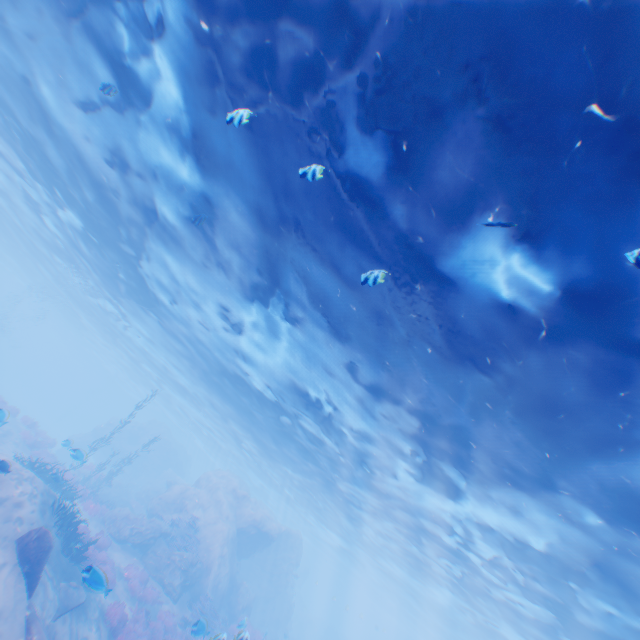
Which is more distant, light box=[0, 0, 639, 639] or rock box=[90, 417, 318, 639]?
rock box=[90, 417, 318, 639]

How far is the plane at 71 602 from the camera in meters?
10.4

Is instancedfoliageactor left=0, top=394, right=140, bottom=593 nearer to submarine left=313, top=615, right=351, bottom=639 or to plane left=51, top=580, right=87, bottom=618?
plane left=51, top=580, right=87, bottom=618

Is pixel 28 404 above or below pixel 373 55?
below

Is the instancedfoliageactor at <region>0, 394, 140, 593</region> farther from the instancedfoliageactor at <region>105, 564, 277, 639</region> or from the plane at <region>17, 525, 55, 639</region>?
the plane at <region>17, 525, 55, 639</region>

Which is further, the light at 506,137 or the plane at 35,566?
the plane at 35,566

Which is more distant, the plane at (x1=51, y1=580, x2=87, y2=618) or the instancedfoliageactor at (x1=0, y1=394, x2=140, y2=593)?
the instancedfoliageactor at (x1=0, y1=394, x2=140, y2=593)

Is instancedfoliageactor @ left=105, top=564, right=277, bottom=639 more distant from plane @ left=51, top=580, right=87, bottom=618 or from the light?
the light
